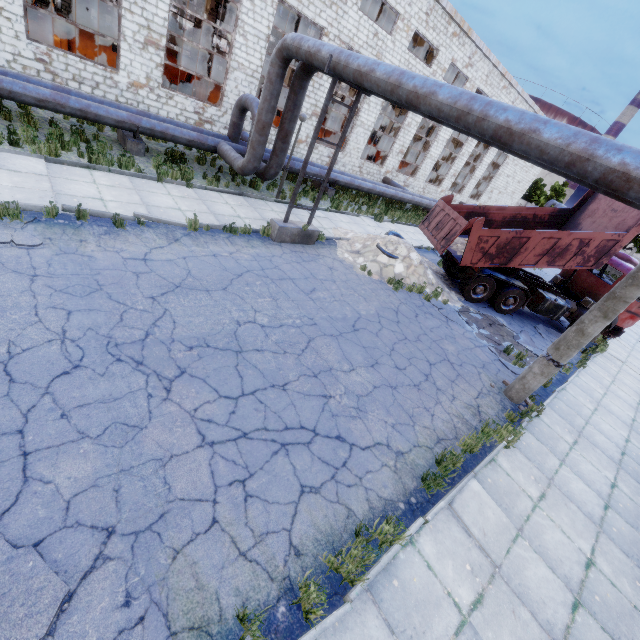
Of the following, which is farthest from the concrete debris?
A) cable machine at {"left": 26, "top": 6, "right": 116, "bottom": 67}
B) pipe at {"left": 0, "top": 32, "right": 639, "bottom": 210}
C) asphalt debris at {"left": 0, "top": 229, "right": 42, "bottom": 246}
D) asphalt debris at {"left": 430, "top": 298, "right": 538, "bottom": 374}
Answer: cable machine at {"left": 26, "top": 6, "right": 116, "bottom": 67}

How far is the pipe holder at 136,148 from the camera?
11.4m

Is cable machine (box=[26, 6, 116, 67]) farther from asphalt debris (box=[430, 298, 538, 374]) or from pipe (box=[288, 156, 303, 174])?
asphalt debris (box=[430, 298, 538, 374])

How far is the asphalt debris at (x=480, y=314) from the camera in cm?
1047

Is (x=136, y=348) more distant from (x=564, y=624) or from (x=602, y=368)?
(x=602, y=368)

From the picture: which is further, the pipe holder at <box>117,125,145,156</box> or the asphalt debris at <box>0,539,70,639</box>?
the pipe holder at <box>117,125,145,156</box>

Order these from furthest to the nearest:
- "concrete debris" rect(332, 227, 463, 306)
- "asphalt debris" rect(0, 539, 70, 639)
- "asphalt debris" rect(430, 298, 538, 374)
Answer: "concrete debris" rect(332, 227, 463, 306) → "asphalt debris" rect(430, 298, 538, 374) → "asphalt debris" rect(0, 539, 70, 639)

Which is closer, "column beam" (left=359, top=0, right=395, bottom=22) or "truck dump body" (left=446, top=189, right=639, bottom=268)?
"truck dump body" (left=446, top=189, right=639, bottom=268)
